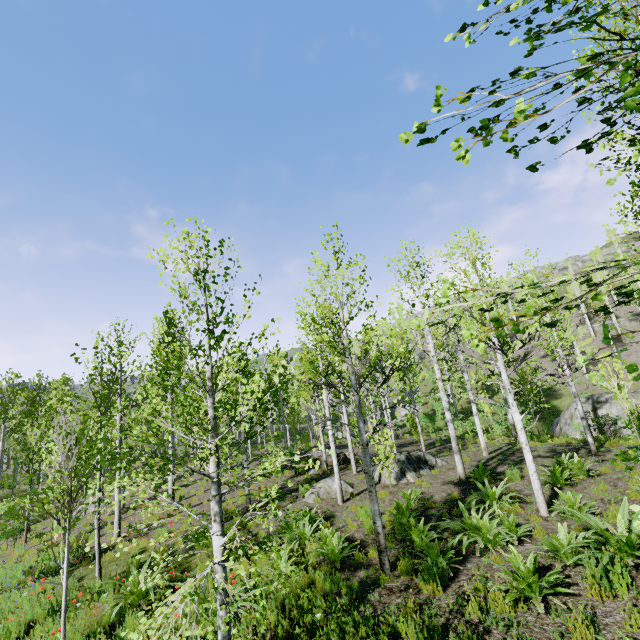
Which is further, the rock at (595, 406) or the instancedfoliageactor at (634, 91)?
the rock at (595, 406)

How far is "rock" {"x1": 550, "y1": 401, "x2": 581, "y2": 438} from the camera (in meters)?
21.15

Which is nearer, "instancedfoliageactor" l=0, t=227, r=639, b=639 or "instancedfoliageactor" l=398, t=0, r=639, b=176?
"instancedfoliageactor" l=398, t=0, r=639, b=176

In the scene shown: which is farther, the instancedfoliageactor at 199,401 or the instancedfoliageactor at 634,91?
the instancedfoliageactor at 199,401

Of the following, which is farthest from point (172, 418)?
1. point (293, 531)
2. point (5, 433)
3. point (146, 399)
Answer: point (5, 433)

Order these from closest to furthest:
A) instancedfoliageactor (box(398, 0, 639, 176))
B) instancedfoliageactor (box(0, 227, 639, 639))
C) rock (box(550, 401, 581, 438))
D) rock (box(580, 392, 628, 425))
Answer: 1. instancedfoliageactor (box(398, 0, 639, 176))
2. instancedfoliageactor (box(0, 227, 639, 639))
3. rock (box(580, 392, 628, 425))
4. rock (box(550, 401, 581, 438))

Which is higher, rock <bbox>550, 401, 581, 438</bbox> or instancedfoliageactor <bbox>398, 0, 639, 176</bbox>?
instancedfoliageactor <bbox>398, 0, 639, 176</bbox>
